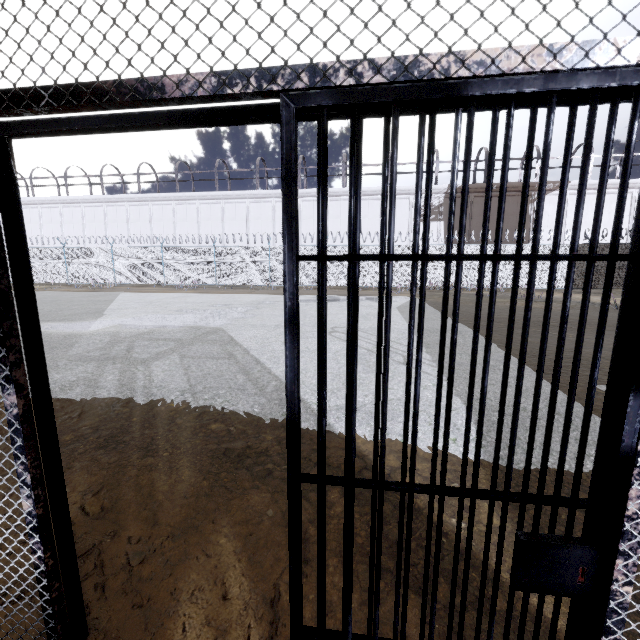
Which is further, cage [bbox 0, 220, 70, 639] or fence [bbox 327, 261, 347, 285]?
fence [bbox 327, 261, 347, 285]

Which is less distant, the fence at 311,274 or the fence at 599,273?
the fence at 599,273

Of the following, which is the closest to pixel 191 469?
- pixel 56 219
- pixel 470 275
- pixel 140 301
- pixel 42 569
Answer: pixel 42 569

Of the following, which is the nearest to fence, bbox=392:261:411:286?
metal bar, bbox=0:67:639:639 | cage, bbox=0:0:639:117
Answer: cage, bbox=0:0:639:117

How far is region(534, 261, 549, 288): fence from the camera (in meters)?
19.92

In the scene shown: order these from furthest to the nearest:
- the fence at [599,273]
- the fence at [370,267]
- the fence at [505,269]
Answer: the fence at [370,267] → the fence at [505,269] → the fence at [599,273]
